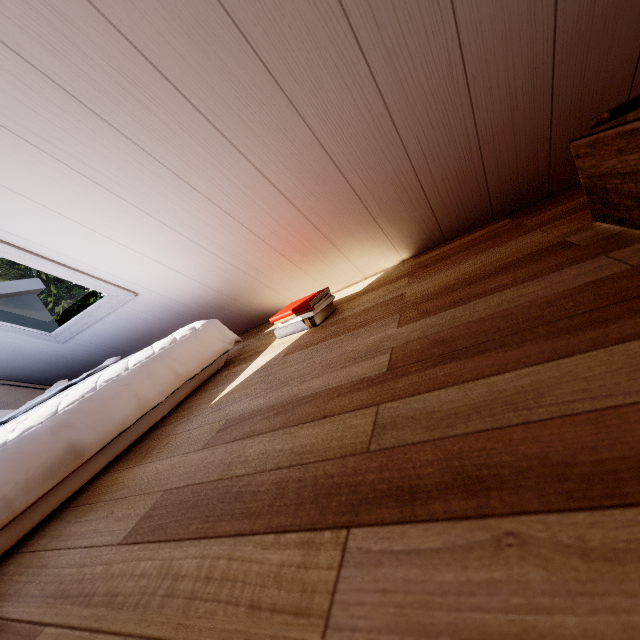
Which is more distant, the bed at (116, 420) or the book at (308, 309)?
the book at (308, 309)

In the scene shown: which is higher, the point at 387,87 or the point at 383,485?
the point at 387,87

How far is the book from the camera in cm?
135

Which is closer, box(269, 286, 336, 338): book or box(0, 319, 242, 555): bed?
box(0, 319, 242, 555): bed

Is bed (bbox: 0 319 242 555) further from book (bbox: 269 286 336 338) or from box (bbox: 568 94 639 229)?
box (bbox: 568 94 639 229)

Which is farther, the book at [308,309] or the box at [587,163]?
the book at [308,309]

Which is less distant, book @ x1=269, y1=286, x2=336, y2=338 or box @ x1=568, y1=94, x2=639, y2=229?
box @ x1=568, y1=94, x2=639, y2=229
